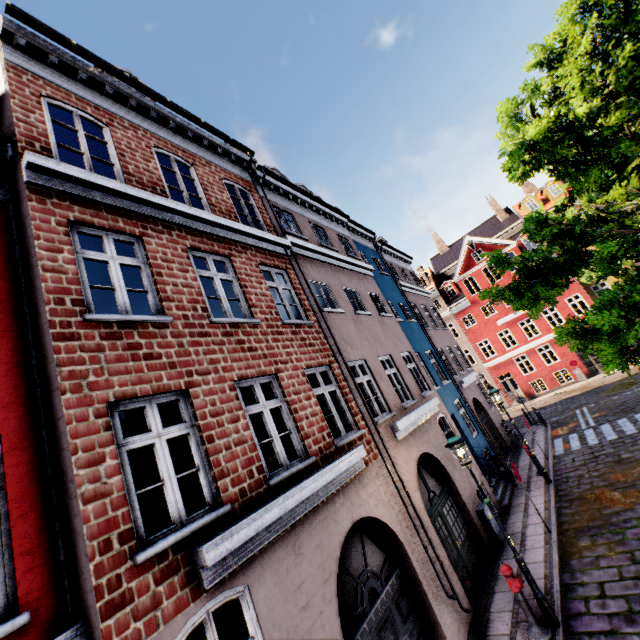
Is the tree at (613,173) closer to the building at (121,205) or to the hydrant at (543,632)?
the building at (121,205)

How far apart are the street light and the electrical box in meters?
3.3 m

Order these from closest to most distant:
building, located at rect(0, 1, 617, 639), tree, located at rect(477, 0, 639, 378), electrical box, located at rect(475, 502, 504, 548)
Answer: building, located at rect(0, 1, 617, 639)
tree, located at rect(477, 0, 639, 378)
electrical box, located at rect(475, 502, 504, 548)

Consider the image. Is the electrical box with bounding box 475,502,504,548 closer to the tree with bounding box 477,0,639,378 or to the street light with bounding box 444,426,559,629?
the street light with bounding box 444,426,559,629

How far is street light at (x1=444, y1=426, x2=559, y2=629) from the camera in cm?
623

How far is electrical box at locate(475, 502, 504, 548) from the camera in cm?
954

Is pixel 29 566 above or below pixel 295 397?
below

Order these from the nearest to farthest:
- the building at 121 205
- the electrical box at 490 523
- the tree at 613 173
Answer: the building at 121 205 < the tree at 613 173 < the electrical box at 490 523
